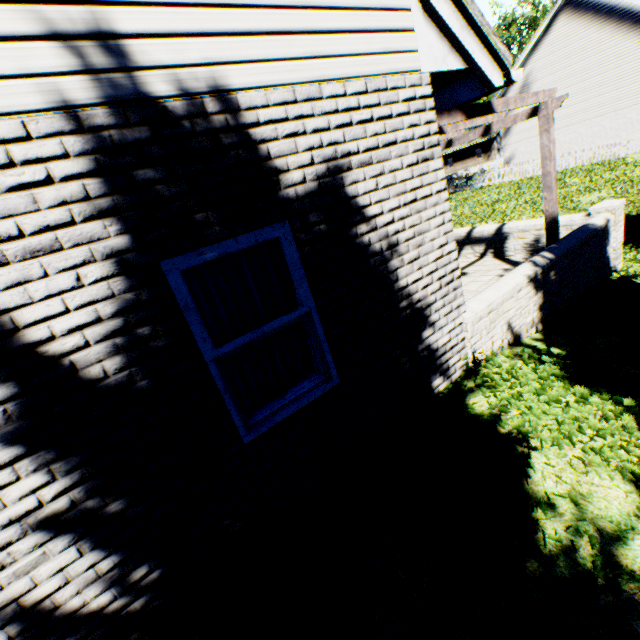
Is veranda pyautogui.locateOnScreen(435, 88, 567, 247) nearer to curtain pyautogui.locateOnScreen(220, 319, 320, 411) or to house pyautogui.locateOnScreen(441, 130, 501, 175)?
curtain pyautogui.locateOnScreen(220, 319, 320, 411)

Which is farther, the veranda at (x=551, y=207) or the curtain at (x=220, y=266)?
the veranda at (x=551, y=207)

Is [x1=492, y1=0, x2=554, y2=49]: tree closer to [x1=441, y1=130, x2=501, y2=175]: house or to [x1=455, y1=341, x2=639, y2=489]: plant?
[x1=441, y1=130, x2=501, y2=175]: house

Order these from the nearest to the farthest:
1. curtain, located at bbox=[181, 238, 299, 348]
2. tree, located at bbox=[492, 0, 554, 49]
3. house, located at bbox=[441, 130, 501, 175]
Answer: curtain, located at bbox=[181, 238, 299, 348]
tree, located at bbox=[492, 0, 554, 49]
house, located at bbox=[441, 130, 501, 175]

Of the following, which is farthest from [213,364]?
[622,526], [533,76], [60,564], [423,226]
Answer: [533,76]

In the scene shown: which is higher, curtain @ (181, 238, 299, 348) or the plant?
curtain @ (181, 238, 299, 348)

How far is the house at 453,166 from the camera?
47.6m
